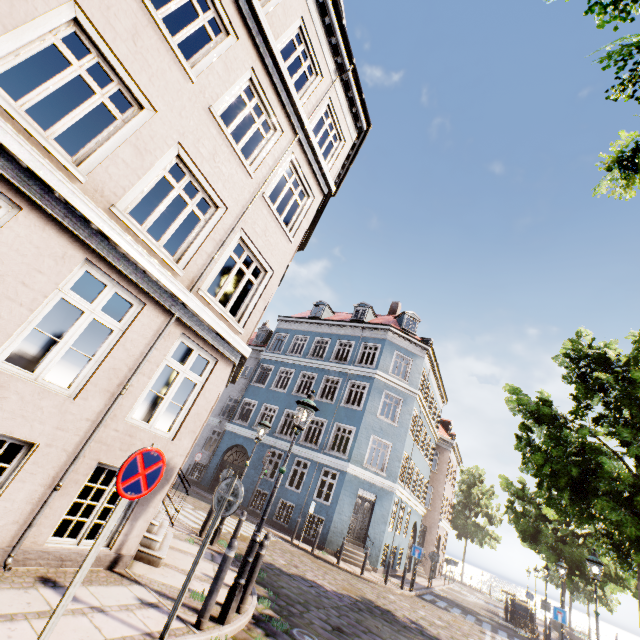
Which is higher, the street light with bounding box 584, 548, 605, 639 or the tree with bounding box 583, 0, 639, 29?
the tree with bounding box 583, 0, 639, 29

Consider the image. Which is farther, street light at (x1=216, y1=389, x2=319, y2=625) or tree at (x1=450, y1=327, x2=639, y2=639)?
tree at (x1=450, y1=327, x2=639, y2=639)

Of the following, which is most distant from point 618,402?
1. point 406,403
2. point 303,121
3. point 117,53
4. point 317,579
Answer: point 117,53

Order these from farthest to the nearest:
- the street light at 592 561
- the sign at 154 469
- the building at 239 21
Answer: the street light at 592 561, the building at 239 21, the sign at 154 469

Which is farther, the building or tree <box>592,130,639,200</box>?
the building

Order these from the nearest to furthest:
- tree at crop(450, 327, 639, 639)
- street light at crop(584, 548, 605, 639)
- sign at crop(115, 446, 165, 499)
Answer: sign at crop(115, 446, 165, 499) < tree at crop(450, 327, 639, 639) < street light at crop(584, 548, 605, 639)

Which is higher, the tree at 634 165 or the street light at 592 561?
the tree at 634 165

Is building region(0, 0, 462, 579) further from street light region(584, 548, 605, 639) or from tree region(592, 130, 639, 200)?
street light region(584, 548, 605, 639)
